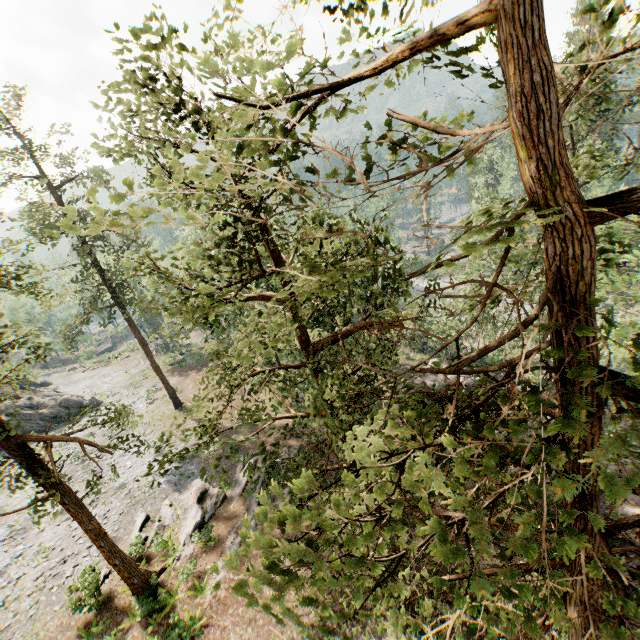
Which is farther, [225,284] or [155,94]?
[225,284]

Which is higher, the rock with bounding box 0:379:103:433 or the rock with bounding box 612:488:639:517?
the rock with bounding box 0:379:103:433

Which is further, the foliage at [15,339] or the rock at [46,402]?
the rock at [46,402]

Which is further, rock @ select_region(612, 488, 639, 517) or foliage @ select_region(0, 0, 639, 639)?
rock @ select_region(612, 488, 639, 517)

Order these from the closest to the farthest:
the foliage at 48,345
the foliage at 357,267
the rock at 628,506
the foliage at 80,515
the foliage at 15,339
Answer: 1. the foliage at 357,267
2. the foliage at 80,515
3. the foliage at 15,339
4. the foliage at 48,345
5. the rock at 628,506

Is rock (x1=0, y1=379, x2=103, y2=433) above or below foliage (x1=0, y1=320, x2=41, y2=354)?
below

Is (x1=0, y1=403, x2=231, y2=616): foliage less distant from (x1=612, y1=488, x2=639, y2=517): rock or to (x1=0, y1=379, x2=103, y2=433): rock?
(x1=0, y1=379, x2=103, y2=433): rock

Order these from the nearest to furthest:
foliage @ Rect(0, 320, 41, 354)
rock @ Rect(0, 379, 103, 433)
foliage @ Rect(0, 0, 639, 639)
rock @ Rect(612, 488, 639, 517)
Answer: foliage @ Rect(0, 0, 639, 639) → foliage @ Rect(0, 320, 41, 354) → rock @ Rect(612, 488, 639, 517) → rock @ Rect(0, 379, 103, 433)
